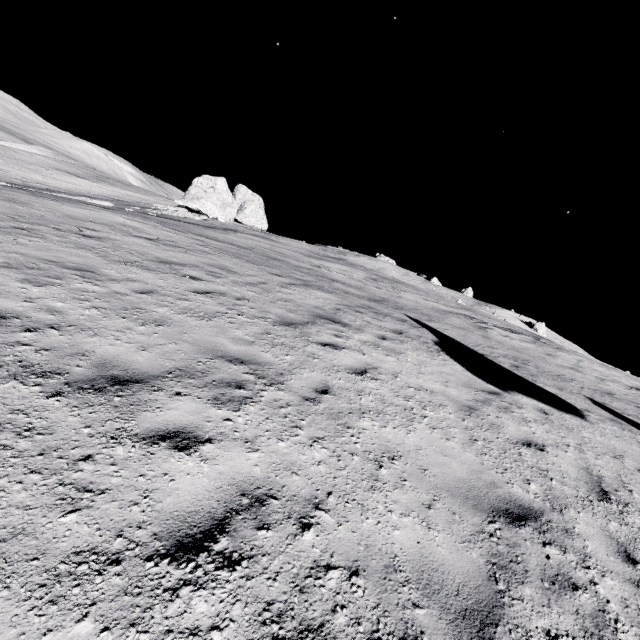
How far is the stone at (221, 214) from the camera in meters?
39.6 m

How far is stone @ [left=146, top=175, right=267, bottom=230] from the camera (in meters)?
39.59

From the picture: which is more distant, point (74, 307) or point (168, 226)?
point (168, 226)
